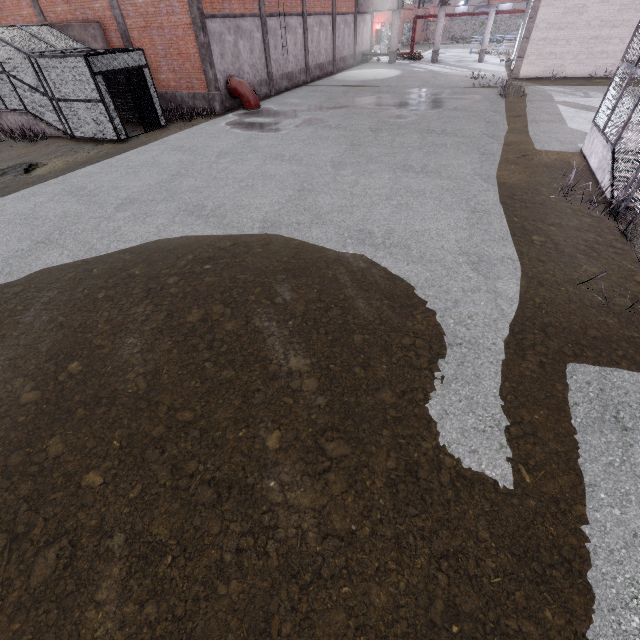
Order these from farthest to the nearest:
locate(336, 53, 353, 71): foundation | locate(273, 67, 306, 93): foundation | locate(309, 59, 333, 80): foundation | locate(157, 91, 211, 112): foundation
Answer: locate(336, 53, 353, 71): foundation → locate(309, 59, 333, 80): foundation → locate(273, 67, 306, 93): foundation → locate(157, 91, 211, 112): foundation

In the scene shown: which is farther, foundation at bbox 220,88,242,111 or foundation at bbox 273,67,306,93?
foundation at bbox 273,67,306,93

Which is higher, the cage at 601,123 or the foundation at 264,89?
the cage at 601,123

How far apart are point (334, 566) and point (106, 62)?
18.76m

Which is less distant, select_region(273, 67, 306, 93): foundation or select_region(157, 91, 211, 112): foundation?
select_region(157, 91, 211, 112): foundation

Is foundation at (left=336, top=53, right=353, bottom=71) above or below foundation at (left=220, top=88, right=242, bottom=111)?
above

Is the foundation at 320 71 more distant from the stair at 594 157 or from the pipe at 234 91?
the stair at 594 157

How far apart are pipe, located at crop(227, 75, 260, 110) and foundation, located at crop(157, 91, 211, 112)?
1.1 meters
